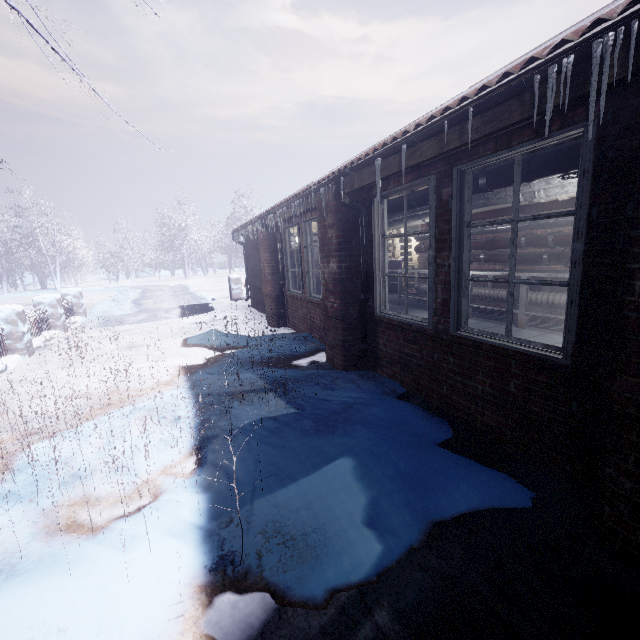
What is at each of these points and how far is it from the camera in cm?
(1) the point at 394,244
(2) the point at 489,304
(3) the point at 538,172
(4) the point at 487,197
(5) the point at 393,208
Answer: (1) pallet, 1018
(2) table, 570
(3) pipe, 246
(4) pipe, 395
(5) pipe, 411

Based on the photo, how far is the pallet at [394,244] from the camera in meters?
10.2 m

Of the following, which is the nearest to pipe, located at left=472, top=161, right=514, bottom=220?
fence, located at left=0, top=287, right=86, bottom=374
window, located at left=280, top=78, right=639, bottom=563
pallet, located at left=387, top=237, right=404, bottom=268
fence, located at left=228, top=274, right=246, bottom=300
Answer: window, located at left=280, top=78, right=639, bottom=563

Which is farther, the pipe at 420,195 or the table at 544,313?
the table at 544,313

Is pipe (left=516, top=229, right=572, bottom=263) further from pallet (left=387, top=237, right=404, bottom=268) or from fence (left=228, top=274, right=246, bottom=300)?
fence (left=228, top=274, right=246, bottom=300)

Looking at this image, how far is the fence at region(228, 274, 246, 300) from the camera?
11.8m

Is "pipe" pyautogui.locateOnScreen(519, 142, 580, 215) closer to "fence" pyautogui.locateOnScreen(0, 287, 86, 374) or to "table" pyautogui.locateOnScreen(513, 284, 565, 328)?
"table" pyautogui.locateOnScreen(513, 284, 565, 328)

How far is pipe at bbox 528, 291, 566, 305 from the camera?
4.69m
